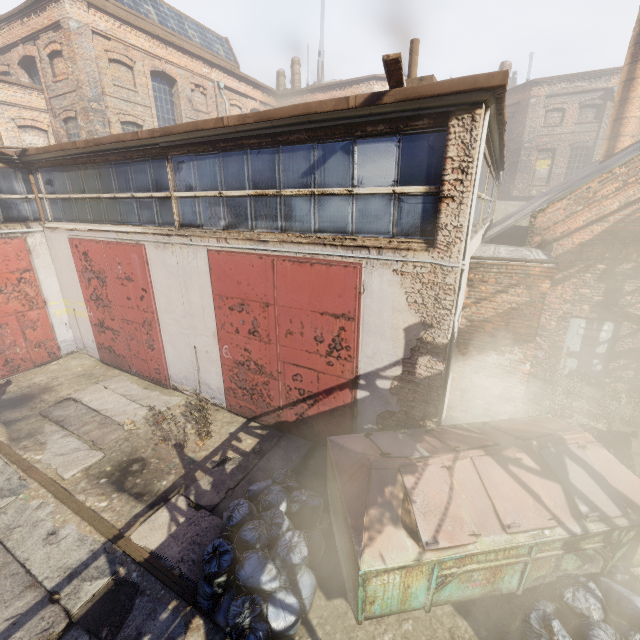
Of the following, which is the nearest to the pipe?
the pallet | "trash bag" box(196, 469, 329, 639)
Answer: "trash bag" box(196, 469, 329, 639)

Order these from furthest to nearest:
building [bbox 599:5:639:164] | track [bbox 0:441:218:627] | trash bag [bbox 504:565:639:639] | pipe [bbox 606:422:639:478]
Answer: building [bbox 599:5:639:164], pipe [bbox 606:422:639:478], track [bbox 0:441:218:627], trash bag [bbox 504:565:639:639]

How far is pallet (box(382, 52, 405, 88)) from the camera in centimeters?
390cm

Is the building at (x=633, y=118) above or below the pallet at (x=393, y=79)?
above

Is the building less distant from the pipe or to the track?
the pipe

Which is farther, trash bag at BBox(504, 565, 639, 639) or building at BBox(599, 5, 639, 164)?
building at BBox(599, 5, 639, 164)

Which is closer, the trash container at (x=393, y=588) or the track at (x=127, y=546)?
the trash container at (x=393, y=588)

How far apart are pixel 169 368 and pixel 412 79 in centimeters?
1011cm
